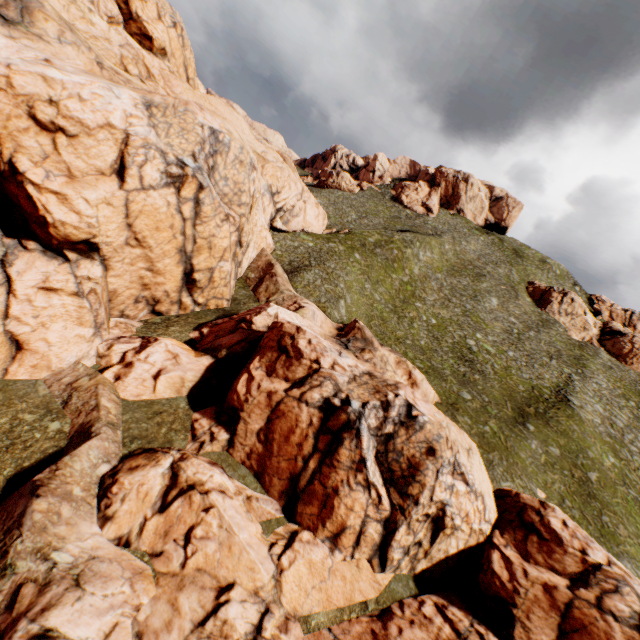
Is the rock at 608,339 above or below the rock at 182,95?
above

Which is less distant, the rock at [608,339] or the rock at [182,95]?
the rock at [182,95]

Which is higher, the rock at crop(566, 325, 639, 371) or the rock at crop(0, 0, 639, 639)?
the rock at crop(566, 325, 639, 371)

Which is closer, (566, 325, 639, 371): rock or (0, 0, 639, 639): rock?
(0, 0, 639, 639): rock

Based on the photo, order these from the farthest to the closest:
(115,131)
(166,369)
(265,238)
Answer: (265,238) < (166,369) < (115,131)
